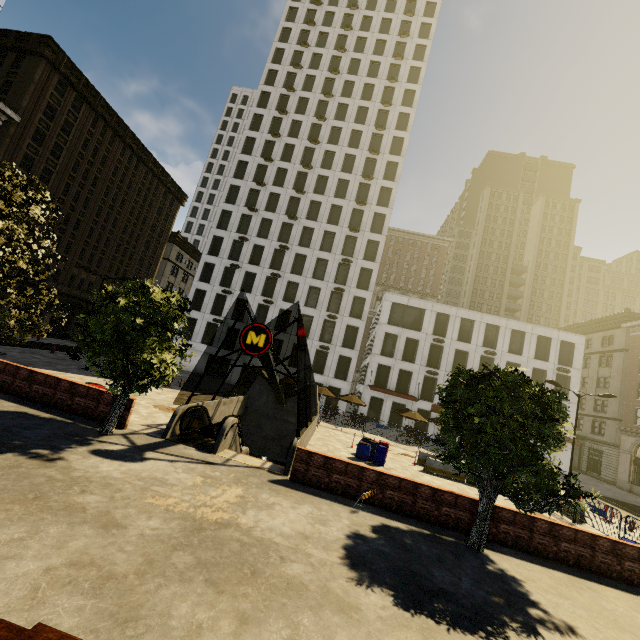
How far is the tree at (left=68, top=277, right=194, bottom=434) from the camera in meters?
10.8

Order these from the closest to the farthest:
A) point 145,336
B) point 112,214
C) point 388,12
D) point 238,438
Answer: point 145,336
point 238,438
point 112,214
point 388,12

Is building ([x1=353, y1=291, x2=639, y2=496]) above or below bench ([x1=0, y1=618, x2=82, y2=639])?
above

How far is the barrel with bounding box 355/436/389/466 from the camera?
18.0 meters

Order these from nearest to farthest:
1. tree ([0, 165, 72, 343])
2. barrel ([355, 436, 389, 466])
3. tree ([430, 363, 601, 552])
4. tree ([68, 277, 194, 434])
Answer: tree ([430, 363, 601, 552])
tree ([0, 165, 72, 343])
tree ([68, 277, 194, 434])
barrel ([355, 436, 389, 466])

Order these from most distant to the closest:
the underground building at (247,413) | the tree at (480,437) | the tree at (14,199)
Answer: the underground building at (247,413) < the tree at (14,199) < the tree at (480,437)

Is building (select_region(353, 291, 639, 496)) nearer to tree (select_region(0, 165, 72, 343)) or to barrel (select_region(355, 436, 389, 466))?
barrel (select_region(355, 436, 389, 466))

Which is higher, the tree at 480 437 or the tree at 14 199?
the tree at 14 199
